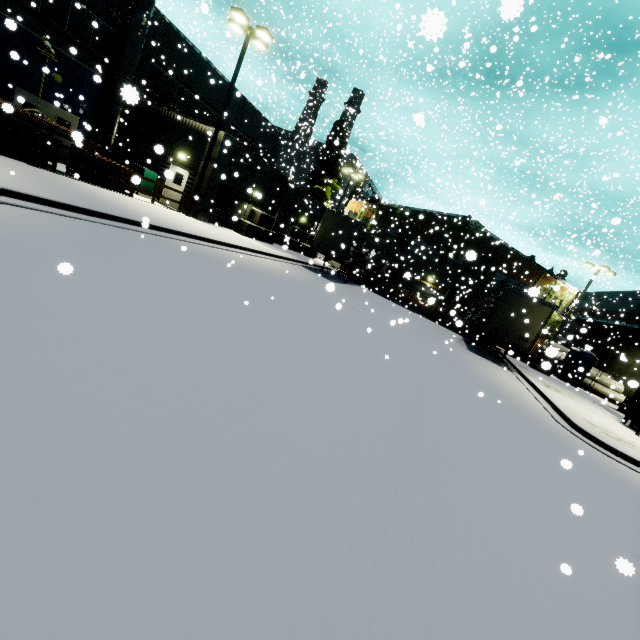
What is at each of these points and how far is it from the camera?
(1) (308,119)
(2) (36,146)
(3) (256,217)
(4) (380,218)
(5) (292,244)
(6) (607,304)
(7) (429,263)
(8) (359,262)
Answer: (1) smokestack, 59.8m
(2) fence, 11.5m
(3) concrete block, 22.1m
(4) tree, 35.1m
(5) concrete block, 27.8m
(6) building, 38.9m
(7) building, 33.5m
(8) semi trailer, 24.6m

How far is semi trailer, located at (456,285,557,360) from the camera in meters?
17.5 m

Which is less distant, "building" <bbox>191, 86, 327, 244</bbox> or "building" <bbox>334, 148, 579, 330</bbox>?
"building" <bbox>191, 86, 327, 244</bbox>

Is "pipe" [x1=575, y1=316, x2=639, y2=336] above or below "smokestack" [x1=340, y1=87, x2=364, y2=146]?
below

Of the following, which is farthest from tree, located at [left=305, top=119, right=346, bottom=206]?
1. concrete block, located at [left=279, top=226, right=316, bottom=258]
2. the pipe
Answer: the pipe

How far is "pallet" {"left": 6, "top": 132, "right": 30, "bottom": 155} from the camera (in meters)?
11.84

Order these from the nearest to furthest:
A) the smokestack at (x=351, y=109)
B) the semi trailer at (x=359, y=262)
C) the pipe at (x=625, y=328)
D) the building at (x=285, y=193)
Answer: the building at (x=285, y=193) < the semi trailer at (x=359, y=262) < the pipe at (x=625, y=328) < the smokestack at (x=351, y=109)

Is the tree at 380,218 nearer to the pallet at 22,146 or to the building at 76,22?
the building at 76,22
